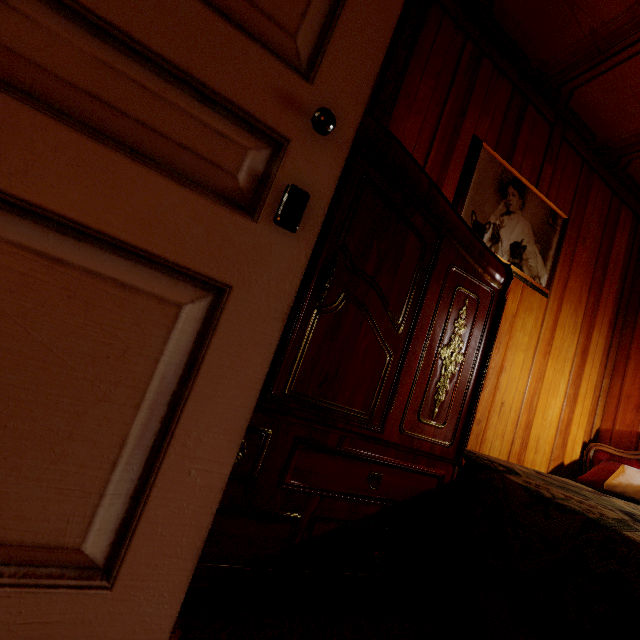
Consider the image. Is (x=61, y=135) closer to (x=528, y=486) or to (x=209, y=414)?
(x=209, y=414)

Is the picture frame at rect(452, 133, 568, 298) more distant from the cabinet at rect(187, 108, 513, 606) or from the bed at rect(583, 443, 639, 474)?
the bed at rect(583, 443, 639, 474)

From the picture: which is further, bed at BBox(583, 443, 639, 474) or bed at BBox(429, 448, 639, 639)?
bed at BBox(583, 443, 639, 474)

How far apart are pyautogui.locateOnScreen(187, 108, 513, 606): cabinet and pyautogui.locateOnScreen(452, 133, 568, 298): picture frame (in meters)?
0.38

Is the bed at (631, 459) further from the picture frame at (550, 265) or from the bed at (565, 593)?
the picture frame at (550, 265)

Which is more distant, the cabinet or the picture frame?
the picture frame

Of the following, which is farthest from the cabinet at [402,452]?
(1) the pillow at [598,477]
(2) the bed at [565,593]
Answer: (1) the pillow at [598,477]

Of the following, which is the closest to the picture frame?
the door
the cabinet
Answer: the cabinet
